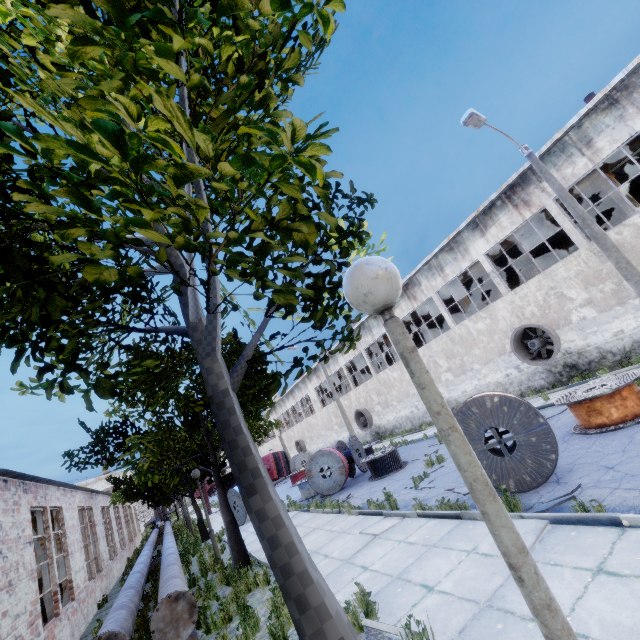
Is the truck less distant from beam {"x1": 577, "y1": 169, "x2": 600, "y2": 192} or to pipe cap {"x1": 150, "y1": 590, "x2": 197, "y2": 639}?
beam {"x1": 577, "y1": 169, "x2": 600, "y2": 192}

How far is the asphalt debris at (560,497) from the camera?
5.6 meters

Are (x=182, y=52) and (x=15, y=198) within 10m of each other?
yes

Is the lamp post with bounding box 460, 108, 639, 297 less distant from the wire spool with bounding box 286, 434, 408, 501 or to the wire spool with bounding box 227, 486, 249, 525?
the wire spool with bounding box 286, 434, 408, 501

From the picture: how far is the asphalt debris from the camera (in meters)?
5.58

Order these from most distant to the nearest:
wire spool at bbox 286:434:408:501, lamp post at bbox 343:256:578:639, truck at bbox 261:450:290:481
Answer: truck at bbox 261:450:290:481
wire spool at bbox 286:434:408:501
lamp post at bbox 343:256:578:639

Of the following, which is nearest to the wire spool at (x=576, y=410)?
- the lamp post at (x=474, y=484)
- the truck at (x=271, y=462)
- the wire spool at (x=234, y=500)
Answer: the lamp post at (x=474, y=484)

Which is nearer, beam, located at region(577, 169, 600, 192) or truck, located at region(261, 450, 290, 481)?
beam, located at region(577, 169, 600, 192)
